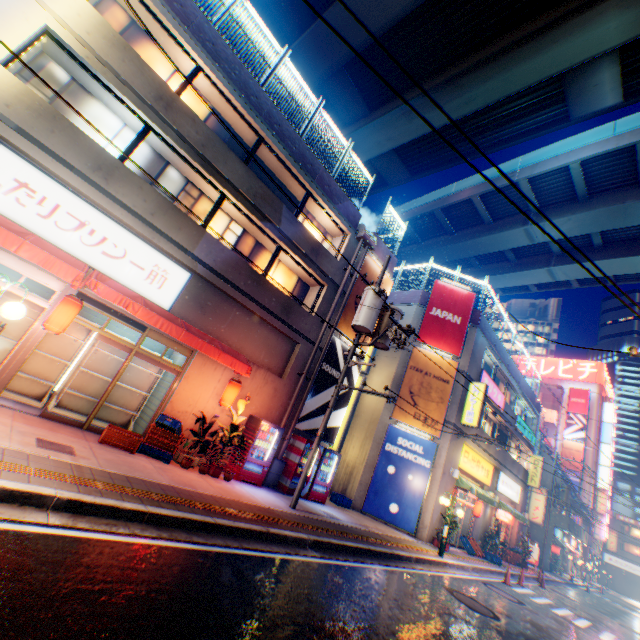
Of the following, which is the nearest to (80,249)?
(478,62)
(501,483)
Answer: (478,62)

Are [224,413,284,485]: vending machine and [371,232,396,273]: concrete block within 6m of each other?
no

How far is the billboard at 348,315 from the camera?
14.9 meters

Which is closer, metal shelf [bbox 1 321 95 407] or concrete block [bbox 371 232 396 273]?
metal shelf [bbox 1 321 95 407]

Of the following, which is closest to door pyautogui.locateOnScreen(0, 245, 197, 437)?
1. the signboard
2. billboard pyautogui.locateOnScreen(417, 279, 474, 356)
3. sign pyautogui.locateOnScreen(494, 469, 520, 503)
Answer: billboard pyautogui.locateOnScreen(417, 279, 474, 356)

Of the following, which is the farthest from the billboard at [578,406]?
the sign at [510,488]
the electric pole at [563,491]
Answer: the sign at [510,488]

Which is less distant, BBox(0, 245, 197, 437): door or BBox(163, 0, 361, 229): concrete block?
BBox(0, 245, 197, 437): door

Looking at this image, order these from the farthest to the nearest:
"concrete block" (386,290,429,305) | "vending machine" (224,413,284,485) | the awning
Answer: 1. "concrete block" (386,290,429,305)
2. "vending machine" (224,413,284,485)
3. the awning
